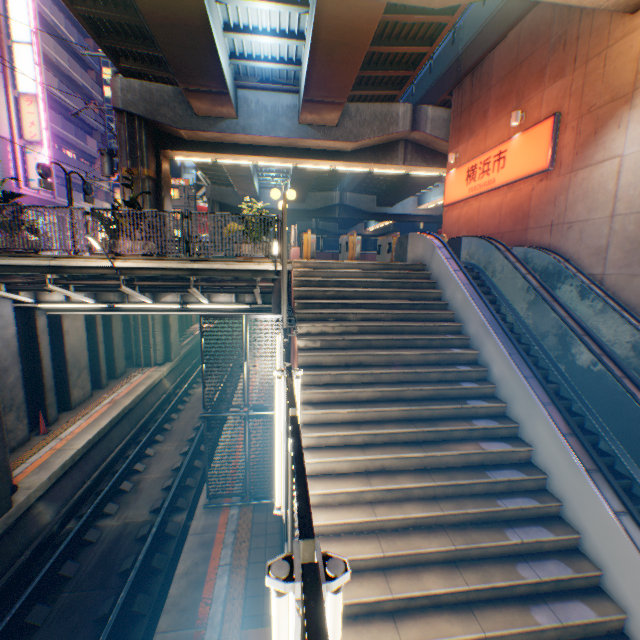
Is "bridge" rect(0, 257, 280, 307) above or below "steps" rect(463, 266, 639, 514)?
above

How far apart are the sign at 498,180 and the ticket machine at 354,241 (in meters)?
5.75

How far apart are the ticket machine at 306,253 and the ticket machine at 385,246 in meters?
2.9

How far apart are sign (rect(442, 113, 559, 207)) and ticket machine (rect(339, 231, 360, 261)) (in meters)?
5.75

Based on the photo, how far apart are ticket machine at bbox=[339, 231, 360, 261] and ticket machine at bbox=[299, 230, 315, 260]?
1.2 meters

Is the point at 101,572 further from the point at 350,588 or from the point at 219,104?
the point at 219,104

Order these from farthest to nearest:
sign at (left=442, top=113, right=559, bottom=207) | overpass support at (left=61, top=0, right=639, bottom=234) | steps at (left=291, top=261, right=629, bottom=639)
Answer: overpass support at (left=61, top=0, right=639, bottom=234)
sign at (left=442, top=113, right=559, bottom=207)
steps at (left=291, top=261, right=629, bottom=639)

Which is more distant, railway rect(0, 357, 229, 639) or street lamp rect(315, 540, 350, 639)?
railway rect(0, 357, 229, 639)
